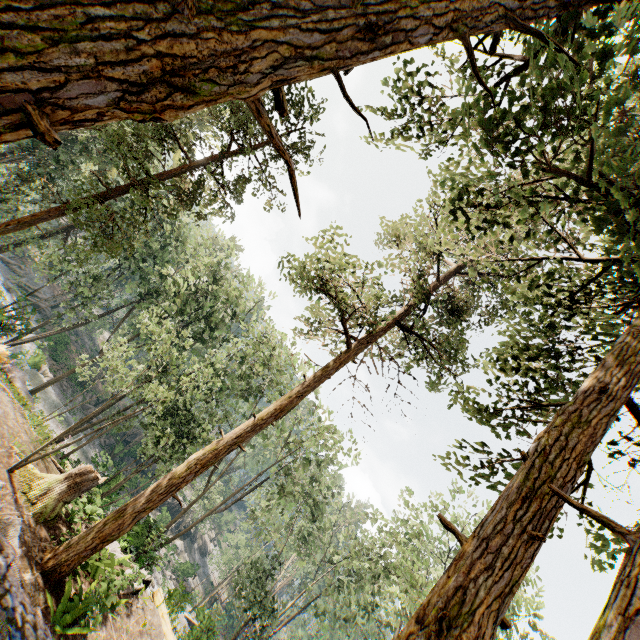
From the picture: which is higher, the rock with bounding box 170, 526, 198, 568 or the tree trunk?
the tree trunk

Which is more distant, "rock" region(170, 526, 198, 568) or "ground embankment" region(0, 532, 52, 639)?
"rock" region(170, 526, 198, 568)

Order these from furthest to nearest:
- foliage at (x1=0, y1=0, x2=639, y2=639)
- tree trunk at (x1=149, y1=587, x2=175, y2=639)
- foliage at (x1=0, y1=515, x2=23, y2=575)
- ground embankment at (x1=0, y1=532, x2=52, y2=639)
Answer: tree trunk at (x1=149, y1=587, x2=175, y2=639) < foliage at (x1=0, y1=515, x2=23, y2=575) < ground embankment at (x1=0, y1=532, x2=52, y2=639) < foliage at (x1=0, y1=0, x2=639, y2=639)

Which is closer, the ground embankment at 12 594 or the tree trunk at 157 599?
the ground embankment at 12 594

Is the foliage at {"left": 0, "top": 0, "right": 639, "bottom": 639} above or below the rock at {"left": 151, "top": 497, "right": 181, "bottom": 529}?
above

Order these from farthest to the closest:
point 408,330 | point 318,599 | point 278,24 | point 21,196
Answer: point 21,196 → point 318,599 → point 408,330 → point 278,24

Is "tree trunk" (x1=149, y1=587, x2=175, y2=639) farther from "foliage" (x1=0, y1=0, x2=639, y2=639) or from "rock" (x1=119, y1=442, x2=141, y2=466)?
"rock" (x1=119, y1=442, x2=141, y2=466)

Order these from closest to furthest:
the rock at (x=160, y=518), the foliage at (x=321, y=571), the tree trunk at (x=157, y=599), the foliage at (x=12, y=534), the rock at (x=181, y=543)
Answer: the foliage at (x=321, y=571) < the foliage at (x=12, y=534) < the tree trunk at (x=157, y=599) < the rock at (x=181, y=543) < the rock at (x=160, y=518)
